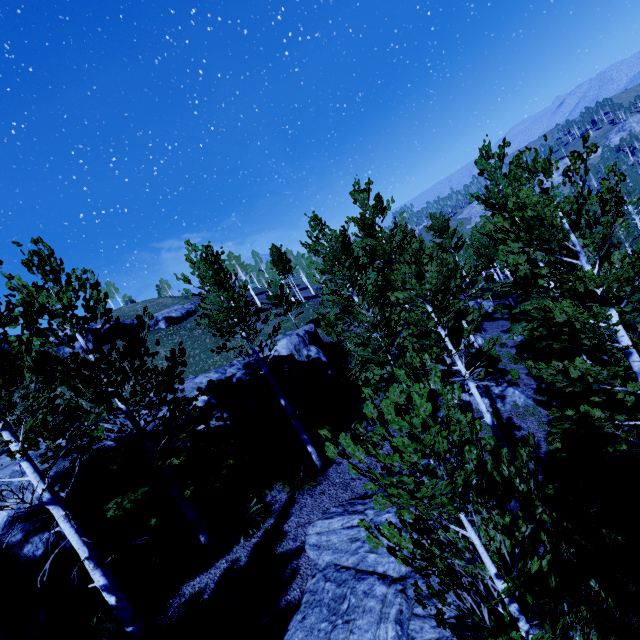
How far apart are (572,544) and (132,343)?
9.7m

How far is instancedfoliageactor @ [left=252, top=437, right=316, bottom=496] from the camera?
10.47m

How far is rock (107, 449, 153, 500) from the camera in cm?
938

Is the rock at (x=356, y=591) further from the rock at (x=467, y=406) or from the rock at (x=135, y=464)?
the rock at (x=135, y=464)

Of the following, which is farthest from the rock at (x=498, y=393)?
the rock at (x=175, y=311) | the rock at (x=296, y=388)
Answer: the rock at (x=175, y=311)

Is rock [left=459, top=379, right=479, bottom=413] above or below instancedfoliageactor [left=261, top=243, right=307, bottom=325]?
below

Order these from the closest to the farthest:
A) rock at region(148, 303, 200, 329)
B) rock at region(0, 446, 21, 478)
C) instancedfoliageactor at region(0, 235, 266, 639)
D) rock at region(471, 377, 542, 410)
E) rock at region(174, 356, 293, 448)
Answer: instancedfoliageactor at region(0, 235, 266, 639) → rock at region(0, 446, 21, 478) → rock at region(174, 356, 293, 448) → rock at region(471, 377, 542, 410) → rock at region(148, 303, 200, 329)

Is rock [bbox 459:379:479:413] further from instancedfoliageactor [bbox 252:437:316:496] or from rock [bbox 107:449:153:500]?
rock [bbox 107:449:153:500]
